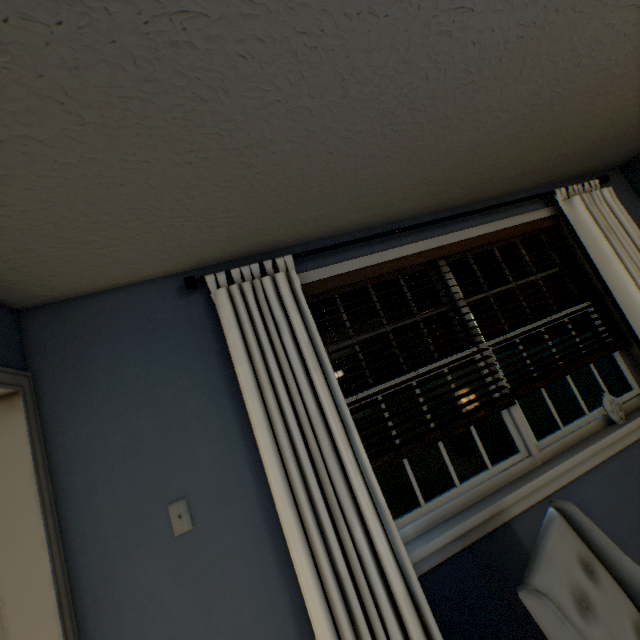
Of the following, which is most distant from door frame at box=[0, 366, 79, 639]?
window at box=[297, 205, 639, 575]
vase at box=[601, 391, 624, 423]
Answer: vase at box=[601, 391, 624, 423]

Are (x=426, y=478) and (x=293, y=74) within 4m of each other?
no

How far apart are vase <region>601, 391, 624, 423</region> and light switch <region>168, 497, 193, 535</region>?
2.5m

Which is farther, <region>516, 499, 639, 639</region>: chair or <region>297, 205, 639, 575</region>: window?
<region>297, 205, 639, 575</region>: window

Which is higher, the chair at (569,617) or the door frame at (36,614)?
the door frame at (36,614)

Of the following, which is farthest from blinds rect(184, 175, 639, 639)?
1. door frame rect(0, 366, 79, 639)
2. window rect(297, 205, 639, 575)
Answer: door frame rect(0, 366, 79, 639)

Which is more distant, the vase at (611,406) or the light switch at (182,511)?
the vase at (611,406)

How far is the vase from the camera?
2.0m
